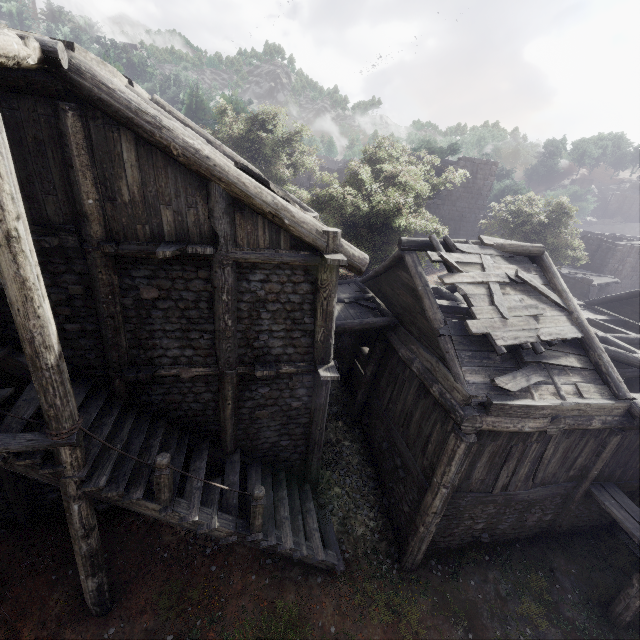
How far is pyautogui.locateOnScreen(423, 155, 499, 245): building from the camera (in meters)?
28.30

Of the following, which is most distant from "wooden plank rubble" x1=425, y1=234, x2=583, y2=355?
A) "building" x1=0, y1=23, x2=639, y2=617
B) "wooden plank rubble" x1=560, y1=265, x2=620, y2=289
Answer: "wooden plank rubble" x1=560, y1=265, x2=620, y2=289

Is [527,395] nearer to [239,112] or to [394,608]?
[394,608]

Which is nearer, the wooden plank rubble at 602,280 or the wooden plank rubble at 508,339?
the wooden plank rubble at 508,339

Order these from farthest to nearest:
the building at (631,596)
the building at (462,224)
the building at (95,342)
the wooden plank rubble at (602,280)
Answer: the building at (462,224)
the wooden plank rubble at (602,280)
the building at (631,596)
the building at (95,342)

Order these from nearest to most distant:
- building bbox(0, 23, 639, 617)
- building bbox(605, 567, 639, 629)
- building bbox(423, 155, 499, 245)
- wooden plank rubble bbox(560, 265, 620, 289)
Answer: building bbox(0, 23, 639, 617), building bbox(605, 567, 639, 629), wooden plank rubble bbox(560, 265, 620, 289), building bbox(423, 155, 499, 245)

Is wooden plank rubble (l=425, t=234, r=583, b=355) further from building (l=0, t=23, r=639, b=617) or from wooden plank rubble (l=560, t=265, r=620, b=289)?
wooden plank rubble (l=560, t=265, r=620, b=289)

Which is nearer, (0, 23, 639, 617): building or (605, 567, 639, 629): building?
(0, 23, 639, 617): building
